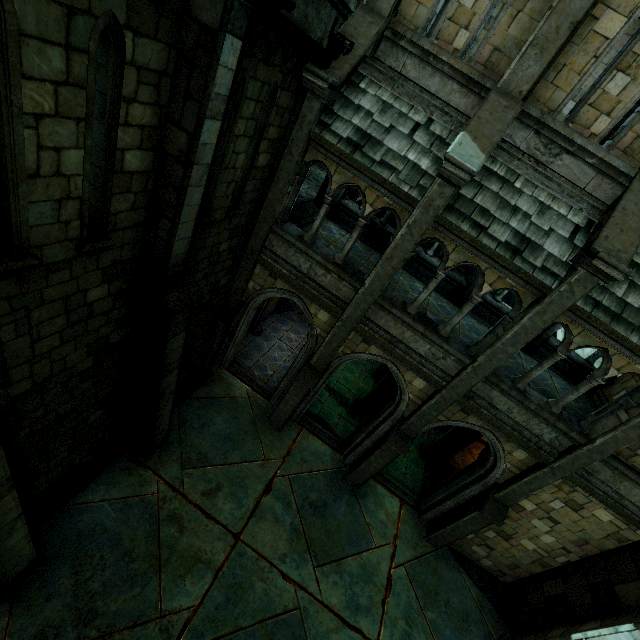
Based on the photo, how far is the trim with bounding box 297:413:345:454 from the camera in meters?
11.4

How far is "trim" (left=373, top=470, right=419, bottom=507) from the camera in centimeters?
1123cm

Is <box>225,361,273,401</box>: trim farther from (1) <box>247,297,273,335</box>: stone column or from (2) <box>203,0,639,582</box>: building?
(1) <box>247,297,273,335</box>: stone column

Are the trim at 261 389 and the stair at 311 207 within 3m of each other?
no

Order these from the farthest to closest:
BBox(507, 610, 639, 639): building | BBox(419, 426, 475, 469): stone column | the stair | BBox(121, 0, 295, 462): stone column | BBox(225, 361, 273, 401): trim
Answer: BBox(419, 426, 475, 469): stone column < BBox(225, 361, 273, 401): trim < the stair < BBox(507, 610, 639, 639): building < BBox(121, 0, 295, 462): stone column

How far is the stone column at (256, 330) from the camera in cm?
1310

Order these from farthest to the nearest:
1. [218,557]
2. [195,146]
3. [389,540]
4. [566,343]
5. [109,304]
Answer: [389,540], [218,557], [566,343], [109,304], [195,146]

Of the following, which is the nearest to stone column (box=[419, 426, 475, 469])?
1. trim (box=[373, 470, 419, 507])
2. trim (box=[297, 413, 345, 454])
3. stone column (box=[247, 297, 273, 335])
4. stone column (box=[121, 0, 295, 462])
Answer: trim (box=[373, 470, 419, 507])
